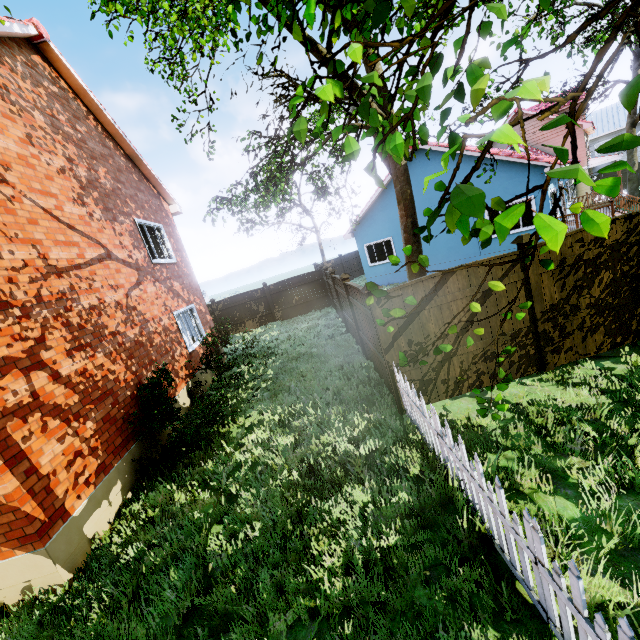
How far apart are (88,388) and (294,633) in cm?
512

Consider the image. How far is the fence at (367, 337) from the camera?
6.4 meters

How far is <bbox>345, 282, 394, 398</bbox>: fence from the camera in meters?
6.4 m

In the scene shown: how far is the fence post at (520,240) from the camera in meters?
5.5

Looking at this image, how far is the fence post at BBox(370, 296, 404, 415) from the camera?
5.5m

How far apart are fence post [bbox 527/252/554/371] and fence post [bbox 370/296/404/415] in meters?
2.5

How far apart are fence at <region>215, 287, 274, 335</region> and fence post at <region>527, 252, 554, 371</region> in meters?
14.2

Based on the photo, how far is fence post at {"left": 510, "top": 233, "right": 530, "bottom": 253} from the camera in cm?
548
